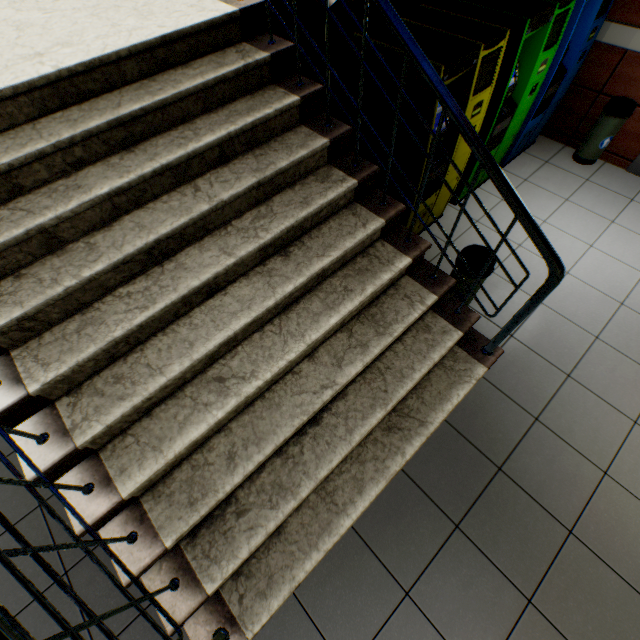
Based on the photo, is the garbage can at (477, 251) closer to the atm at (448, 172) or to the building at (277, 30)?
the atm at (448, 172)

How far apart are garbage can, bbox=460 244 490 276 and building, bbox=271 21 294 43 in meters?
2.2 m

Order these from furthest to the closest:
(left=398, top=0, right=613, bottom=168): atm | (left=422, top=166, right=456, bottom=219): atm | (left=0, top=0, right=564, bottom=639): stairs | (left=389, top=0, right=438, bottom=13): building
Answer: (left=389, top=0, right=438, bottom=13): building, (left=422, top=166, right=456, bottom=219): atm, (left=398, top=0, right=613, bottom=168): atm, (left=0, top=0, right=564, bottom=639): stairs

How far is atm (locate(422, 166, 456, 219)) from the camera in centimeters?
271cm

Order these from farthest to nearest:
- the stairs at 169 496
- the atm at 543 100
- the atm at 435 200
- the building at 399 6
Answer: the building at 399 6 < the atm at 435 200 < the atm at 543 100 < the stairs at 169 496

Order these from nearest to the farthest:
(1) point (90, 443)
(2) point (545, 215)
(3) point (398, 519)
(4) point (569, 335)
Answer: (1) point (90, 443)
(3) point (398, 519)
(4) point (569, 335)
(2) point (545, 215)

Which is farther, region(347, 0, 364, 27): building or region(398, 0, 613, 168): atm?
region(347, 0, 364, 27): building

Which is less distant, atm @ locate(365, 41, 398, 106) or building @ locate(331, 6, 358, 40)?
atm @ locate(365, 41, 398, 106)
